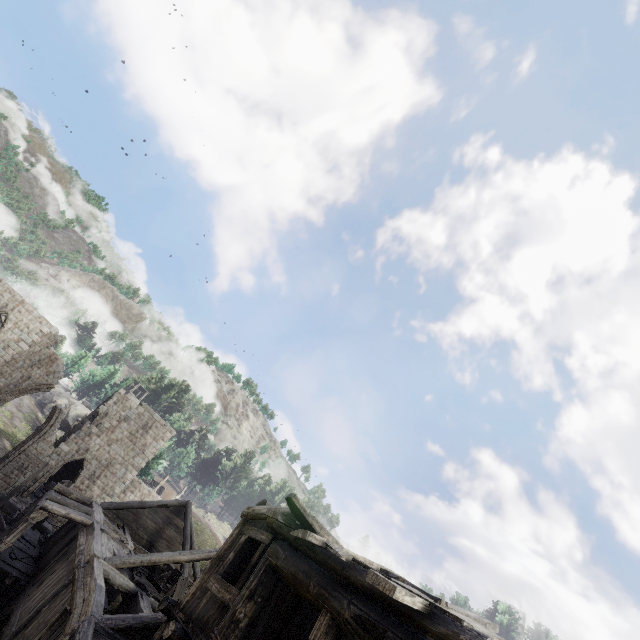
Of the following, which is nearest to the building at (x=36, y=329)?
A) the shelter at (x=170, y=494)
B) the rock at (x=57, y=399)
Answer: the rock at (x=57, y=399)

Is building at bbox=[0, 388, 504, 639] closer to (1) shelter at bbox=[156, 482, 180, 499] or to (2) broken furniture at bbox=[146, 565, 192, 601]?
(2) broken furniture at bbox=[146, 565, 192, 601]

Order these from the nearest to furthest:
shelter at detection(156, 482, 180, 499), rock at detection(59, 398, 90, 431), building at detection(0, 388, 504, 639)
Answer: building at detection(0, 388, 504, 639) → shelter at detection(156, 482, 180, 499) → rock at detection(59, 398, 90, 431)

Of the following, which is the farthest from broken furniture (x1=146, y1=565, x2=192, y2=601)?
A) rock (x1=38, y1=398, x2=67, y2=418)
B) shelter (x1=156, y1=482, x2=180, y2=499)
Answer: rock (x1=38, y1=398, x2=67, y2=418)

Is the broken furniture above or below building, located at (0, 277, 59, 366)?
below

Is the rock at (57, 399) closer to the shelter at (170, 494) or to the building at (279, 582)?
the building at (279, 582)

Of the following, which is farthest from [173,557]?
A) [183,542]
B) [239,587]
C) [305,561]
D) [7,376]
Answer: [7,376]

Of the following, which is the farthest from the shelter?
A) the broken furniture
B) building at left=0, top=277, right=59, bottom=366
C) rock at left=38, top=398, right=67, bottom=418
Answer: the broken furniture
